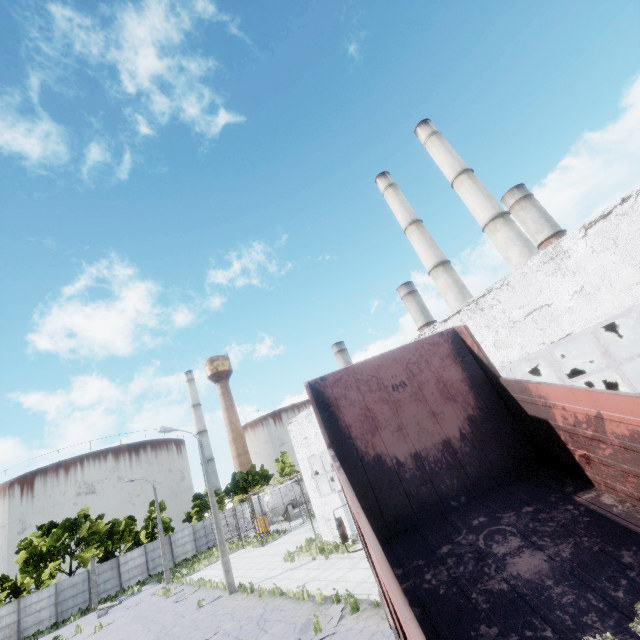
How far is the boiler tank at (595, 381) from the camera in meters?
15.3

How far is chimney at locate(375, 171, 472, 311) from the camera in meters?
33.1 m

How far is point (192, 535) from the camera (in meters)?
43.50

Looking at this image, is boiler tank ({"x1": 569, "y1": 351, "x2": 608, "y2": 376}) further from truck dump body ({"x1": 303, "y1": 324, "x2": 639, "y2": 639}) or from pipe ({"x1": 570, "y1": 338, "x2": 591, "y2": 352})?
truck dump body ({"x1": 303, "y1": 324, "x2": 639, "y2": 639})

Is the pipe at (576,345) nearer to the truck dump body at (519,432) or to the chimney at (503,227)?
the truck dump body at (519,432)

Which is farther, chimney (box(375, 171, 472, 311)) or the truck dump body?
chimney (box(375, 171, 472, 311))

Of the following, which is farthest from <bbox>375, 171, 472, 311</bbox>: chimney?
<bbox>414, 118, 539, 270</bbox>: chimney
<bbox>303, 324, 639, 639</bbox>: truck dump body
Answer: <bbox>303, 324, 639, 639</bbox>: truck dump body

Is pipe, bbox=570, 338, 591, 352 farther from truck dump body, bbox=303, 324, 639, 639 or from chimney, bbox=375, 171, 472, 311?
chimney, bbox=375, 171, 472, 311
